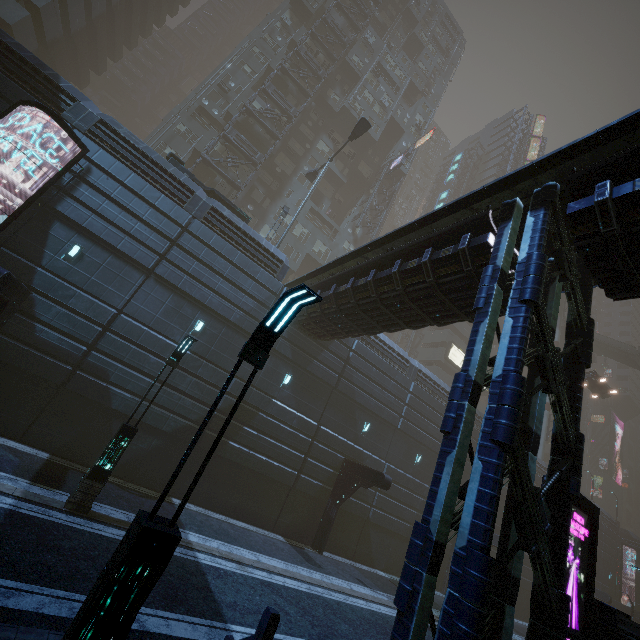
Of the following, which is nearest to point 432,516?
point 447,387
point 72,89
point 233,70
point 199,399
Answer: point 199,399

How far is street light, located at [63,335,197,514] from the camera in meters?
9.0 m

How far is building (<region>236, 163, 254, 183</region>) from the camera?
32.34m

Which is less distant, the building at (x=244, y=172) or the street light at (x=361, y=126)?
the street light at (x=361, y=126)

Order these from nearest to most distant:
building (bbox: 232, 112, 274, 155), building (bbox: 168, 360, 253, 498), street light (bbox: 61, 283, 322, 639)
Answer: street light (bbox: 61, 283, 322, 639) < building (bbox: 168, 360, 253, 498) < building (bbox: 232, 112, 274, 155)

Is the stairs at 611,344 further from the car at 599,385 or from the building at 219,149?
the car at 599,385

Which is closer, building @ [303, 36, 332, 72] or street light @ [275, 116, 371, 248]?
street light @ [275, 116, 371, 248]

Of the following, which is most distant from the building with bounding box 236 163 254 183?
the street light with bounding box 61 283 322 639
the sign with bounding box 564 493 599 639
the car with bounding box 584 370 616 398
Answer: the car with bounding box 584 370 616 398
